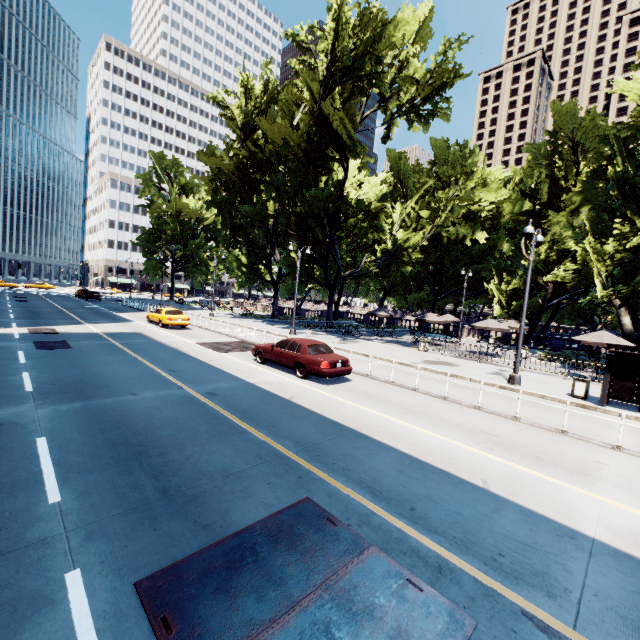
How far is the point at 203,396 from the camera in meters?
9.9 m

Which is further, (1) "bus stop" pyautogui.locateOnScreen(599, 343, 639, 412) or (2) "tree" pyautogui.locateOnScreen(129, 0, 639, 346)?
(2) "tree" pyautogui.locateOnScreen(129, 0, 639, 346)

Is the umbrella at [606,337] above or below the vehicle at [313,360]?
above

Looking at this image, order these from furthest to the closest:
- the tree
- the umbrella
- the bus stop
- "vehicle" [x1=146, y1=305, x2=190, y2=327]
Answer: "vehicle" [x1=146, y1=305, x2=190, y2=327], the tree, the umbrella, the bus stop

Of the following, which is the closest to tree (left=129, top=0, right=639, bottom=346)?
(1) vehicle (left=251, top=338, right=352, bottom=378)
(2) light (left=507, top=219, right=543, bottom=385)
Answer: (2) light (left=507, top=219, right=543, bottom=385)

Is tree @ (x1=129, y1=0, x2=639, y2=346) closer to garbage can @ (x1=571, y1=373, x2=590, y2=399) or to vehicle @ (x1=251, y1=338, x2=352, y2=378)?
garbage can @ (x1=571, y1=373, x2=590, y2=399)

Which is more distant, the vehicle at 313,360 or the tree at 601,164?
the tree at 601,164

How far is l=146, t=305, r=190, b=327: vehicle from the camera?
24.0m
